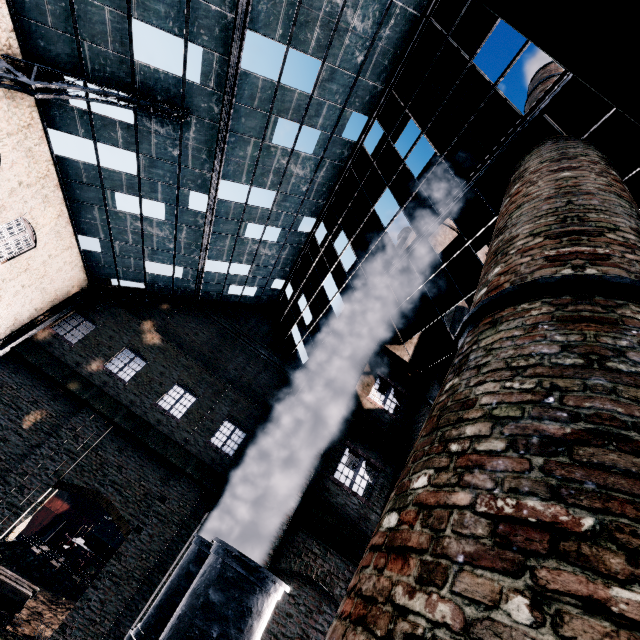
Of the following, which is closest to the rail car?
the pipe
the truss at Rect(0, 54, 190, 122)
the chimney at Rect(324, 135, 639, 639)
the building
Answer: the building

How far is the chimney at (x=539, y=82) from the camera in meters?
13.6 m

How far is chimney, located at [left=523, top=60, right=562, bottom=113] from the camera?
13.6m

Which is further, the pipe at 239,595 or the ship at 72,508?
the ship at 72,508

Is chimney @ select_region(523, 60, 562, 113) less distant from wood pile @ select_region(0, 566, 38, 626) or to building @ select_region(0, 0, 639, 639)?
building @ select_region(0, 0, 639, 639)

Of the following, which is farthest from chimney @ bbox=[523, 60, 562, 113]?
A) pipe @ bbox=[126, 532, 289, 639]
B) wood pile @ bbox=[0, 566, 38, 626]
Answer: wood pile @ bbox=[0, 566, 38, 626]

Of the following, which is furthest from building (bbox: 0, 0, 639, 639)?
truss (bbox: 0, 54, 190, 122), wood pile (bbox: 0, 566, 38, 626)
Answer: wood pile (bbox: 0, 566, 38, 626)

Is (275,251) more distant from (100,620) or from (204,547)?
(100,620)
